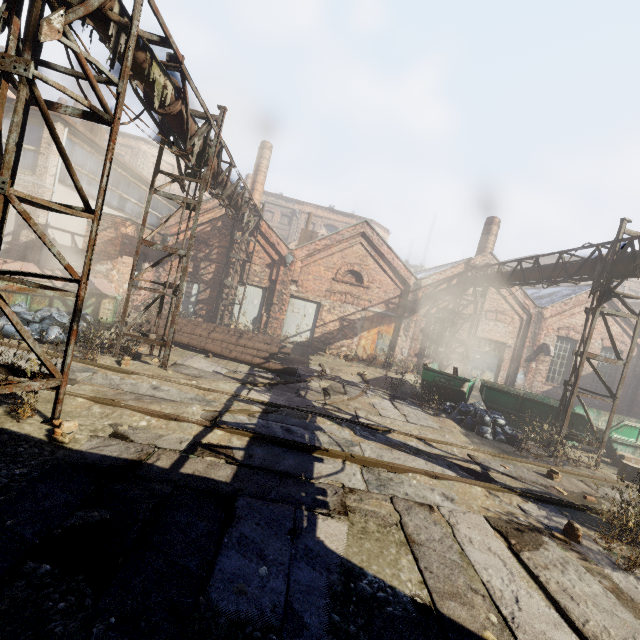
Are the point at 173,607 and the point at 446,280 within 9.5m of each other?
no

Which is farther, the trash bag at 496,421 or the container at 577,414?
the container at 577,414

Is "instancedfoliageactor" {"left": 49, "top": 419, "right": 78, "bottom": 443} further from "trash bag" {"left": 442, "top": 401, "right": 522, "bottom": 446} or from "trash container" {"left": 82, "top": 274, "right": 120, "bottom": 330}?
"trash bag" {"left": 442, "top": 401, "right": 522, "bottom": 446}

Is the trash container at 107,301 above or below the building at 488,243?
below

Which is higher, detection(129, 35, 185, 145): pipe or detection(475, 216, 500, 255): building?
detection(475, 216, 500, 255): building

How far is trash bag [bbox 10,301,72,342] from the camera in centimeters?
845cm

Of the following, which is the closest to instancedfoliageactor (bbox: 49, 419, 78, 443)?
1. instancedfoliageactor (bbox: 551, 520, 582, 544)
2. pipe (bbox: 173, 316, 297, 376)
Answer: pipe (bbox: 173, 316, 297, 376)

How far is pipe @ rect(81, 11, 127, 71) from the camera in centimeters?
445cm
